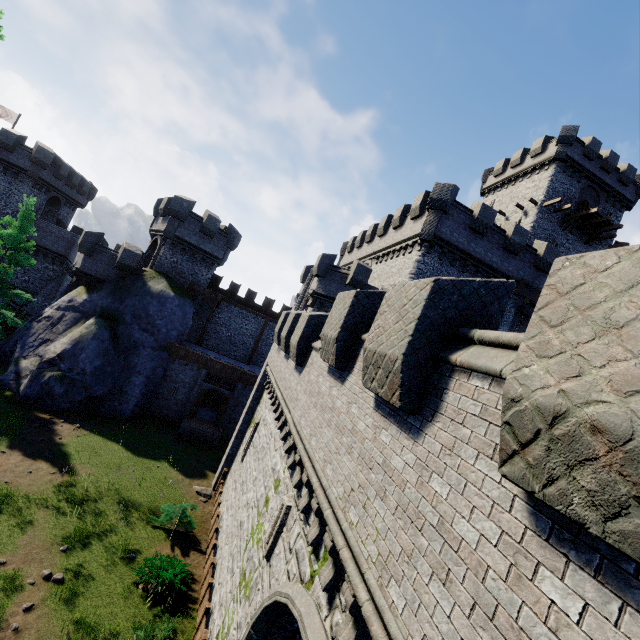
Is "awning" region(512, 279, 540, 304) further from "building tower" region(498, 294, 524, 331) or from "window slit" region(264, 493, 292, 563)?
"window slit" region(264, 493, 292, 563)

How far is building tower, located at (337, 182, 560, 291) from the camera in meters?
21.5

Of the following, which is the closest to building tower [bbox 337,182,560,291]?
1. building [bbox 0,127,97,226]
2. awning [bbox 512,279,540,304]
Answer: awning [bbox 512,279,540,304]

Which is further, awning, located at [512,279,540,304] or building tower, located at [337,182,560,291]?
awning, located at [512,279,540,304]

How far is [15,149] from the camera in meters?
31.3 m

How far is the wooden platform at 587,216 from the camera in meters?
Answer: 29.2

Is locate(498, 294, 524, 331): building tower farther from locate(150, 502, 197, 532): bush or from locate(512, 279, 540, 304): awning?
locate(150, 502, 197, 532): bush

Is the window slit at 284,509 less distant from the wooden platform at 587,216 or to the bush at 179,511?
the bush at 179,511
